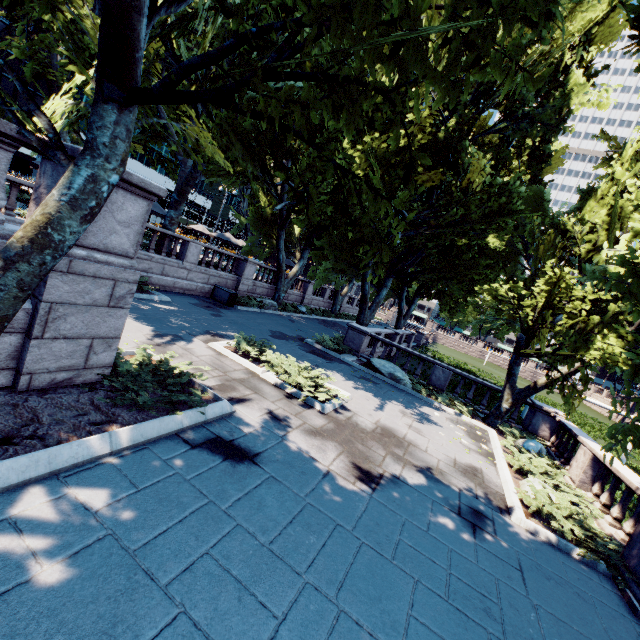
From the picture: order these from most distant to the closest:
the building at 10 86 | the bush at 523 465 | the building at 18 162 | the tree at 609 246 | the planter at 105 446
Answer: the building at 18 162 < the building at 10 86 < the bush at 523 465 < the planter at 105 446 < the tree at 609 246

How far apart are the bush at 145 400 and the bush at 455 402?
11.7 meters

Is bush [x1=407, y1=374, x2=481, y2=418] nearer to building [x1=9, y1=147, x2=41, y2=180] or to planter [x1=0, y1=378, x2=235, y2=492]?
planter [x1=0, y1=378, x2=235, y2=492]

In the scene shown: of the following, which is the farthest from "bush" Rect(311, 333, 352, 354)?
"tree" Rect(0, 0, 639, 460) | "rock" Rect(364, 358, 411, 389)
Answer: "rock" Rect(364, 358, 411, 389)

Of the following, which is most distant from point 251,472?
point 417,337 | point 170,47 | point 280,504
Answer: point 417,337

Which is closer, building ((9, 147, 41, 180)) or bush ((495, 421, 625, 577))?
bush ((495, 421, 625, 577))

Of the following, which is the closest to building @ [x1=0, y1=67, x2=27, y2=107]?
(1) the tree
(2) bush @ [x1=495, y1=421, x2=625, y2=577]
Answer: (1) the tree

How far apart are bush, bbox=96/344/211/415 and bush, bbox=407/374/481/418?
11.72m
